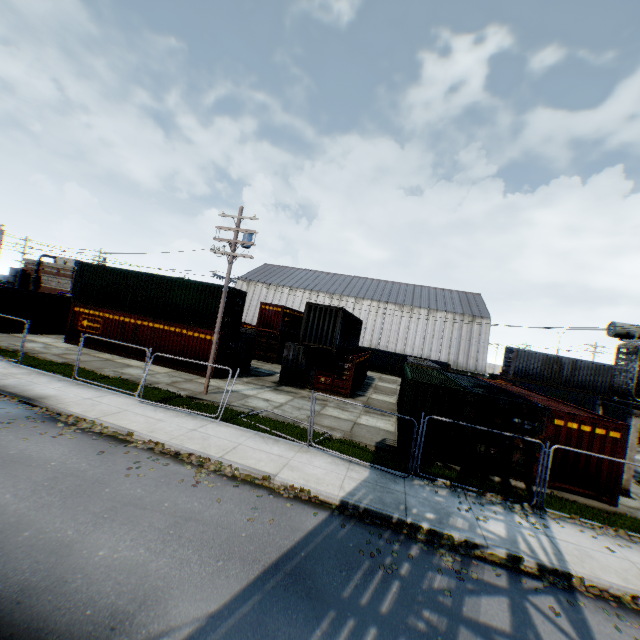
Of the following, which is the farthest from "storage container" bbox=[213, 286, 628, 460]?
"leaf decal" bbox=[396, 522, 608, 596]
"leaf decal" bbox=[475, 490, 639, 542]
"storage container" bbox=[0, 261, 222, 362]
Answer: "storage container" bbox=[0, 261, 222, 362]

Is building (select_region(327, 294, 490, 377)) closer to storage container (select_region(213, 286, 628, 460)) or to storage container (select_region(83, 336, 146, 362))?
storage container (select_region(213, 286, 628, 460))

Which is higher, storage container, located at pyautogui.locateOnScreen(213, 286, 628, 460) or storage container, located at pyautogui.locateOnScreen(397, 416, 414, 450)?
storage container, located at pyautogui.locateOnScreen(213, 286, 628, 460)

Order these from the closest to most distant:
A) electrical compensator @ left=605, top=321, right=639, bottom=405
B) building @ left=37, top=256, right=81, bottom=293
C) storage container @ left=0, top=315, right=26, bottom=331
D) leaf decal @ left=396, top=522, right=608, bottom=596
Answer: leaf decal @ left=396, top=522, right=608, bottom=596 → electrical compensator @ left=605, top=321, right=639, bottom=405 → storage container @ left=0, top=315, right=26, bottom=331 → building @ left=37, top=256, right=81, bottom=293

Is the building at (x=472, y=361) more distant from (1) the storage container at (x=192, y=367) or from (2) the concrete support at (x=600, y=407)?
(2) the concrete support at (x=600, y=407)

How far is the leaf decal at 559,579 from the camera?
7.1 meters

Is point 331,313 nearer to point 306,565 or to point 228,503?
point 228,503

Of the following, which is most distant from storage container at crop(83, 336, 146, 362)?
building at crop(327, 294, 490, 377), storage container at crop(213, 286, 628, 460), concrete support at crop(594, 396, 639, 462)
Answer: building at crop(327, 294, 490, 377)
